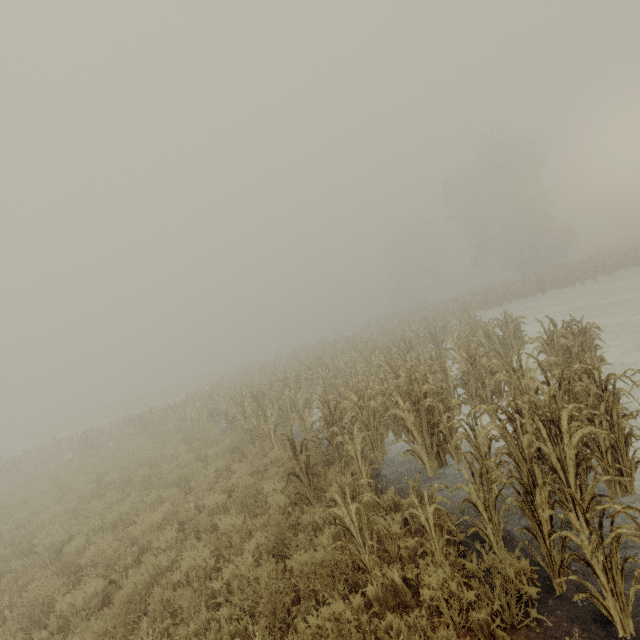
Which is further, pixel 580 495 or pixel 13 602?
pixel 13 602

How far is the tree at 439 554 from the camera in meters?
4.0 m

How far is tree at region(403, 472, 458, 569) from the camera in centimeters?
401cm
